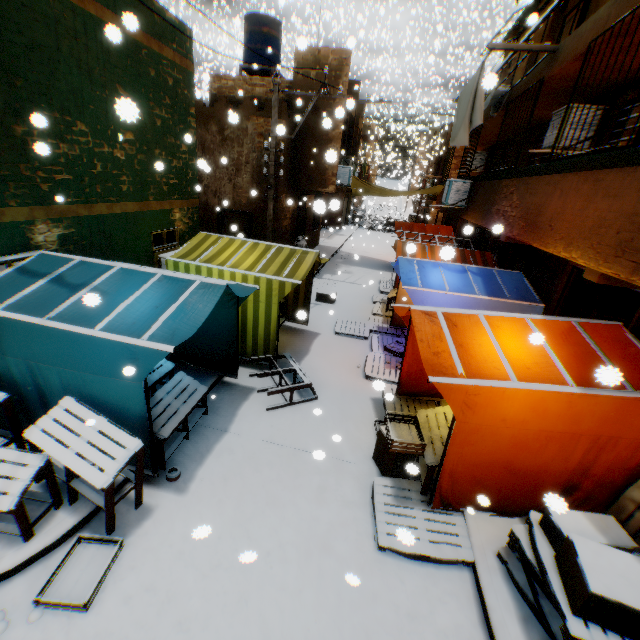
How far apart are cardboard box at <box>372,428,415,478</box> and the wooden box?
3.57m

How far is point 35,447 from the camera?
3.9 meters

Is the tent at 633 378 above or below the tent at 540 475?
above

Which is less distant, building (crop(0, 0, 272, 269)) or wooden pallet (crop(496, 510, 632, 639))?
wooden pallet (crop(496, 510, 632, 639))

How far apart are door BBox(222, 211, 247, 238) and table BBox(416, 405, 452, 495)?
9.39m

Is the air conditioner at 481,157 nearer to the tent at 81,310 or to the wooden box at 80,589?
the tent at 81,310

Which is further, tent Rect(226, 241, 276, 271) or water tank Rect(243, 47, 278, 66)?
water tank Rect(243, 47, 278, 66)

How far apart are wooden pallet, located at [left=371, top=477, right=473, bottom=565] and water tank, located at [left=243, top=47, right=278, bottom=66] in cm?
1636
